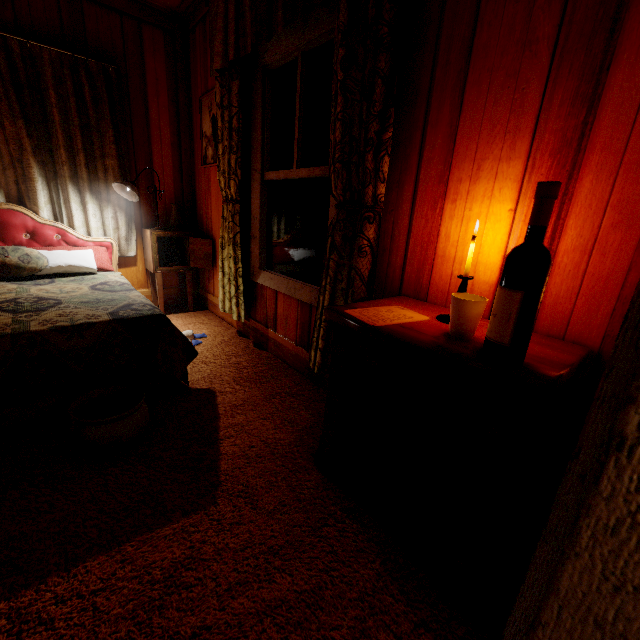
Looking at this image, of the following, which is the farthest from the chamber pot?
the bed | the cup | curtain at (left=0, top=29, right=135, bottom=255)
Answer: curtain at (left=0, top=29, right=135, bottom=255)

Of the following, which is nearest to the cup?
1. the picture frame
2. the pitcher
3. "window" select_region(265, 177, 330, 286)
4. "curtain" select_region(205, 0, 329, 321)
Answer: "curtain" select_region(205, 0, 329, 321)

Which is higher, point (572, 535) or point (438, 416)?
point (572, 535)

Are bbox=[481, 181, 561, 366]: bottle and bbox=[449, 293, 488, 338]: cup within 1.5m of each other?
yes

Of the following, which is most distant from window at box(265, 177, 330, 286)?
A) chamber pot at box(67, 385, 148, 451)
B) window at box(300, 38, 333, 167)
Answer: chamber pot at box(67, 385, 148, 451)

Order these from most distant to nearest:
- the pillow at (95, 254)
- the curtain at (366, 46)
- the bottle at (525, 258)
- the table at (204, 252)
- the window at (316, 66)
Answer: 1. the table at (204, 252)
2. the pillow at (95, 254)
3. the window at (316, 66)
4. the curtain at (366, 46)
5. the bottle at (525, 258)

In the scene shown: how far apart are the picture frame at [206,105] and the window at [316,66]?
0.85m

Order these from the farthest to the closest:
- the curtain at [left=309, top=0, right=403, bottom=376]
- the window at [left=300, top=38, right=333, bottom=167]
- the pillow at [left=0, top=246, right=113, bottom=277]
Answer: the pillow at [left=0, top=246, right=113, bottom=277], the window at [left=300, top=38, right=333, bottom=167], the curtain at [left=309, top=0, right=403, bottom=376]
